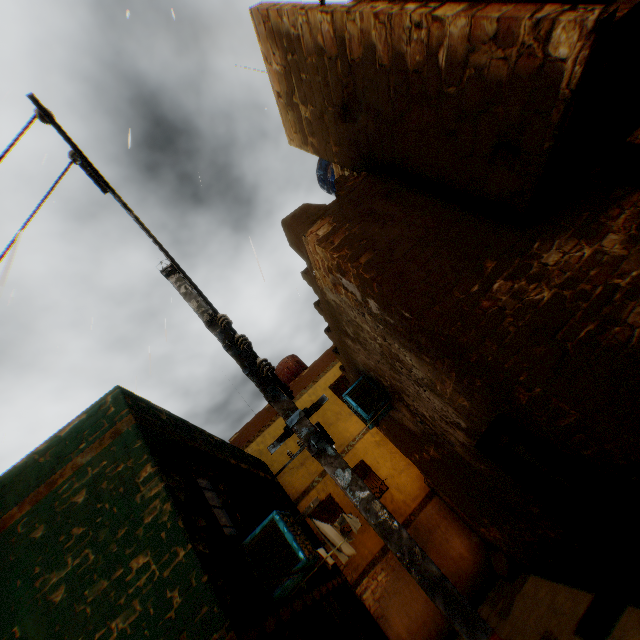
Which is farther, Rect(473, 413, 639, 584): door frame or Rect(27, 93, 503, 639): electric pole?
Rect(473, 413, 639, 584): door frame

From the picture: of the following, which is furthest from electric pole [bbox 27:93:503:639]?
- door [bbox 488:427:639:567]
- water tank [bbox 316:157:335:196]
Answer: water tank [bbox 316:157:335:196]

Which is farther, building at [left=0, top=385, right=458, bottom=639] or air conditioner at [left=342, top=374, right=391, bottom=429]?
air conditioner at [left=342, top=374, right=391, bottom=429]

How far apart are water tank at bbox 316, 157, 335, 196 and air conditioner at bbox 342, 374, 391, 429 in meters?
4.6 m

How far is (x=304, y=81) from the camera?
5.2 meters

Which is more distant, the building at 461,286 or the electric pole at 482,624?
the building at 461,286

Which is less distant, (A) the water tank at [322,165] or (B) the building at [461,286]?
(B) the building at [461,286]

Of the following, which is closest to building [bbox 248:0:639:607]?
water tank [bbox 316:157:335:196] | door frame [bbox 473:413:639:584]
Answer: door frame [bbox 473:413:639:584]
